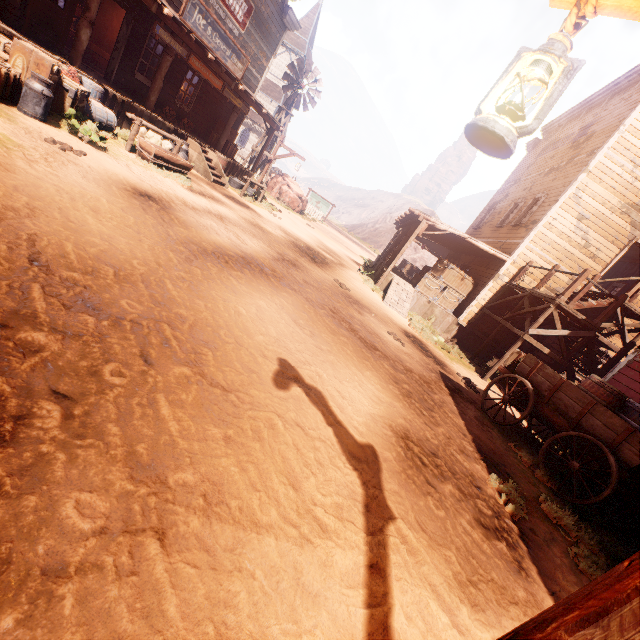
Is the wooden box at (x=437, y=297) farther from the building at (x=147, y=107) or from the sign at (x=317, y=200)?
the sign at (x=317, y=200)

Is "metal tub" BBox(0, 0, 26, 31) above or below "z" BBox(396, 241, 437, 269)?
below

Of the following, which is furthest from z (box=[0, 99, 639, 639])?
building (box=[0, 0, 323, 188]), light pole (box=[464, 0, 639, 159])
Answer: light pole (box=[464, 0, 639, 159])

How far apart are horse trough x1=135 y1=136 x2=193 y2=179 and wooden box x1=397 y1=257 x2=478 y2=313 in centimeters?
974cm

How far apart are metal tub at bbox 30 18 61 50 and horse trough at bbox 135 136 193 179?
3.52m

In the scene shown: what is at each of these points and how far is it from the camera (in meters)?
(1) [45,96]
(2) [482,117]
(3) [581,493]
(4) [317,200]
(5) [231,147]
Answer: (1) milk, 6.15
(2) light pole, 1.31
(3) z, 6.27
(4) sign, 33.59
(5) wooden box, 16.05

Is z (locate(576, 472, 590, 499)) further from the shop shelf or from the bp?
the shop shelf

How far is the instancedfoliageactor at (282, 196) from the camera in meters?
24.2 m
